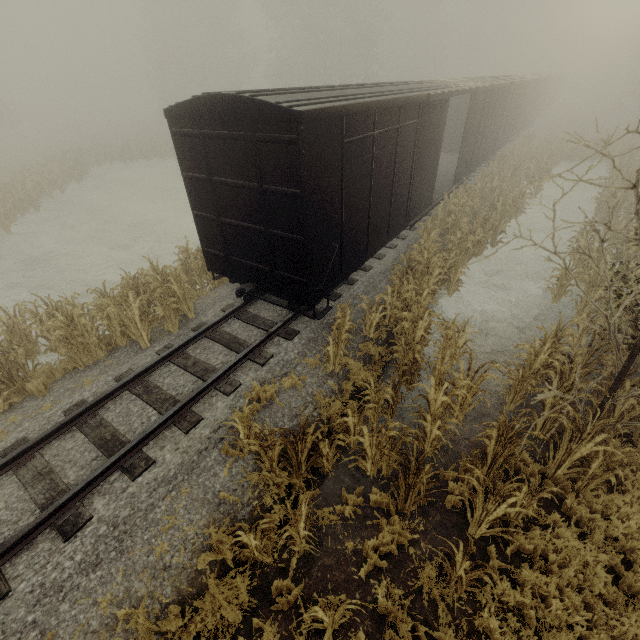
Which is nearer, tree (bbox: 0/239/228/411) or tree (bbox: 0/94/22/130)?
tree (bbox: 0/239/228/411)

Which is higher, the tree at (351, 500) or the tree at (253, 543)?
the tree at (253, 543)

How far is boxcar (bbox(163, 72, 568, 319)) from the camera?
5.6m

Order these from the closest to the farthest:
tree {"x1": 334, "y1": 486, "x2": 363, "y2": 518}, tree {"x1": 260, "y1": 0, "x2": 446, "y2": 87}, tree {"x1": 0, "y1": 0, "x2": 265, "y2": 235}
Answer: tree {"x1": 334, "y1": 486, "x2": 363, "y2": 518} → tree {"x1": 0, "y1": 0, "x2": 265, "y2": 235} → tree {"x1": 260, "y1": 0, "x2": 446, "y2": 87}

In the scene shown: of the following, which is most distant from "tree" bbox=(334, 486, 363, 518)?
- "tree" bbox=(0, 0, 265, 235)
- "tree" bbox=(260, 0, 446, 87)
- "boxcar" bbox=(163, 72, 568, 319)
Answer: "tree" bbox=(260, 0, 446, 87)

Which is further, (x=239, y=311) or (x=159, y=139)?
(x=159, y=139)

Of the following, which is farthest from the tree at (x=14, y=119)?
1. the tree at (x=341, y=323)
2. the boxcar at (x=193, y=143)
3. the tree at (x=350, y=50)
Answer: the tree at (x=341, y=323)
